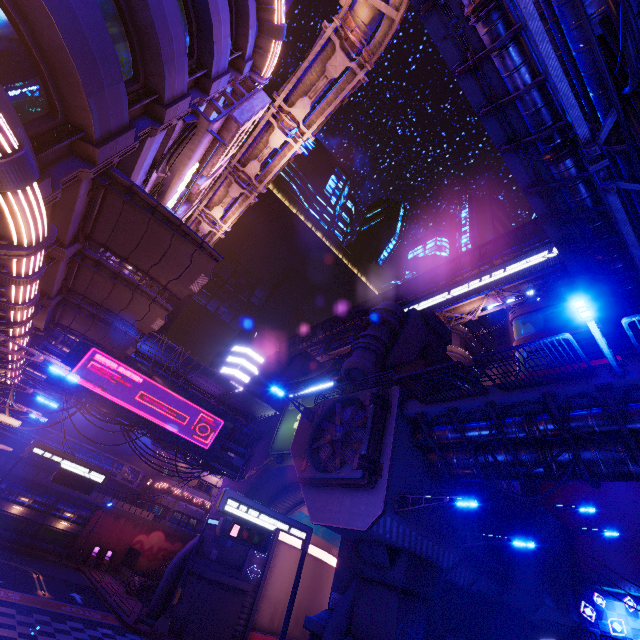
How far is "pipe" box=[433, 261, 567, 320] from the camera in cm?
3759

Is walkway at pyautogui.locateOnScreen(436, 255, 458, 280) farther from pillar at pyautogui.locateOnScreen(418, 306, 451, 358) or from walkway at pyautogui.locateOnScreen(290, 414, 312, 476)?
pillar at pyautogui.locateOnScreen(418, 306, 451, 358)

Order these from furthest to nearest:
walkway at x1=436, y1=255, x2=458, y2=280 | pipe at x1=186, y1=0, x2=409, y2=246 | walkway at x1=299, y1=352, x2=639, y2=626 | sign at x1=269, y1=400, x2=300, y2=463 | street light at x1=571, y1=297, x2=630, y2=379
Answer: walkway at x1=436, y1=255, x2=458, y2=280 < sign at x1=269, y1=400, x2=300, y2=463 < pipe at x1=186, y1=0, x2=409, y2=246 < walkway at x1=299, y1=352, x2=639, y2=626 < street light at x1=571, y1=297, x2=630, y2=379

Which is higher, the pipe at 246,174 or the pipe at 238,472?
the pipe at 246,174

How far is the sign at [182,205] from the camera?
12.2 meters

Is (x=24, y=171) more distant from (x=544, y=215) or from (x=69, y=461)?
(x=69, y=461)

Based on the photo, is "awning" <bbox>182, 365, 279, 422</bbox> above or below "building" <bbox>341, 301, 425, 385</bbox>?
below

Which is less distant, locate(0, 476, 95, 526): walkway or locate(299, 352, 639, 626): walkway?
locate(299, 352, 639, 626): walkway
